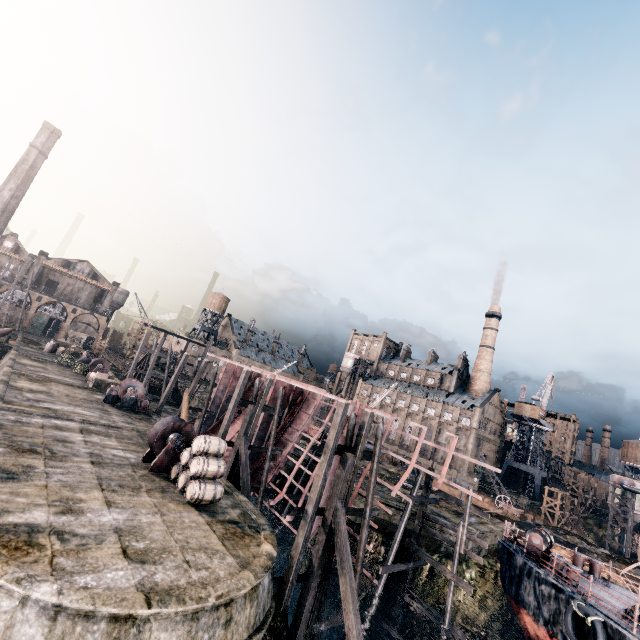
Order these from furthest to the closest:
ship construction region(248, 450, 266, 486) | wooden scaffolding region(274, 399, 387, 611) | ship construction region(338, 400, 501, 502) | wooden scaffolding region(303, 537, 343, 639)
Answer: ship construction region(248, 450, 266, 486) → ship construction region(338, 400, 501, 502) → wooden scaffolding region(303, 537, 343, 639) → wooden scaffolding region(274, 399, 387, 611)

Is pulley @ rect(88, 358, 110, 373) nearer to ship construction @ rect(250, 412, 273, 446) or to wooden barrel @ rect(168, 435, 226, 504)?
ship construction @ rect(250, 412, 273, 446)

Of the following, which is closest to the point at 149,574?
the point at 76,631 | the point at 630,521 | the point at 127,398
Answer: the point at 76,631

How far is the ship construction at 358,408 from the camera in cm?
1575

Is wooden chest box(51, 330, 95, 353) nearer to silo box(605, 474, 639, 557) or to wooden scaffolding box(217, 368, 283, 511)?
wooden scaffolding box(217, 368, 283, 511)

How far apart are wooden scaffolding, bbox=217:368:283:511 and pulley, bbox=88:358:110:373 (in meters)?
23.97

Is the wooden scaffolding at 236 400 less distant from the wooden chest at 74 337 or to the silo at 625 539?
the wooden chest at 74 337

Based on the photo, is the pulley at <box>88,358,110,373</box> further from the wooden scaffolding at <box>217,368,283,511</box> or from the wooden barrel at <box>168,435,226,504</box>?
the wooden barrel at <box>168,435,226,504</box>
